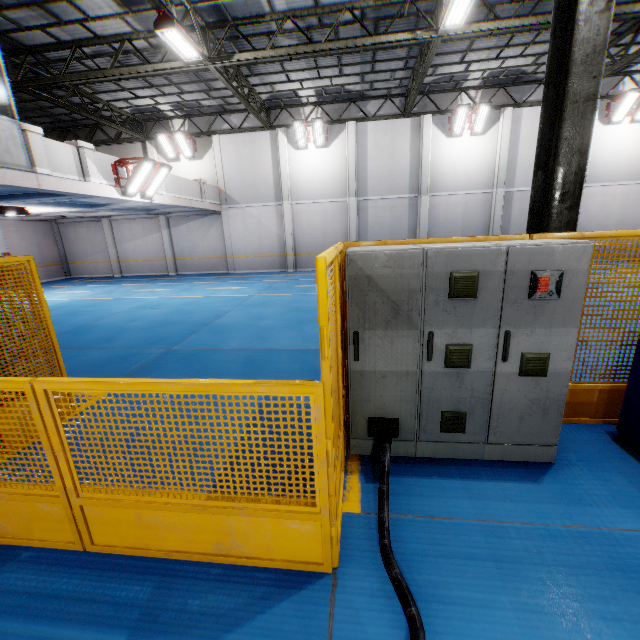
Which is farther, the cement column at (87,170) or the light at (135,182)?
the light at (135,182)

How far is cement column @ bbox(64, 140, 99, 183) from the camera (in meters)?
9.78

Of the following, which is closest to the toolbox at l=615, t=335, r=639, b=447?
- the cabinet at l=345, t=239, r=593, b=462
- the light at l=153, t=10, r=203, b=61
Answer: the cabinet at l=345, t=239, r=593, b=462

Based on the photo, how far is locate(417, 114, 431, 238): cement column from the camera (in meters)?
17.03

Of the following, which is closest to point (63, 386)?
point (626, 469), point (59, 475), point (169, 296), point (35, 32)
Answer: point (59, 475)

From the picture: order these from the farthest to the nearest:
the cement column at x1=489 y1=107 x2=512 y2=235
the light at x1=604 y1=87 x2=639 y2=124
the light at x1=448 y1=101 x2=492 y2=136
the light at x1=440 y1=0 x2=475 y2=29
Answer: the cement column at x1=489 y1=107 x2=512 y2=235 < the light at x1=448 y1=101 x2=492 y2=136 < the light at x1=604 y1=87 x2=639 y2=124 < the light at x1=440 y1=0 x2=475 y2=29

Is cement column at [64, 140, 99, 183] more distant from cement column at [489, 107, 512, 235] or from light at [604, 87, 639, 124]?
light at [604, 87, 639, 124]

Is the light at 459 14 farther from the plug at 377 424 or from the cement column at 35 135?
the cement column at 35 135
